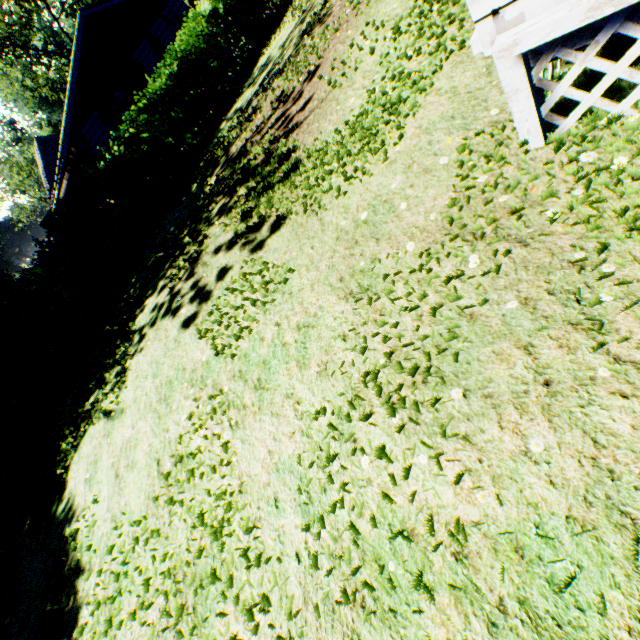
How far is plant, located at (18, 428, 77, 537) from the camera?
6.2 meters

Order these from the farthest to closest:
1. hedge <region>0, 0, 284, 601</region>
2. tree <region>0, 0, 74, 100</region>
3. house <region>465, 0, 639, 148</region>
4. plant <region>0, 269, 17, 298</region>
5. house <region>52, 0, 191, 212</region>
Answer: plant <region>0, 269, 17, 298</region>
tree <region>0, 0, 74, 100</region>
house <region>52, 0, 191, 212</region>
hedge <region>0, 0, 284, 601</region>
house <region>465, 0, 639, 148</region>

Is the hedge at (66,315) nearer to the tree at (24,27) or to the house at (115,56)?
the house at (115,56)

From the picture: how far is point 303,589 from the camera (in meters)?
2.38

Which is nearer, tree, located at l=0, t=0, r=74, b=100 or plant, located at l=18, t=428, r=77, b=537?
plant, located at l=18, t=428, r=77, b=537

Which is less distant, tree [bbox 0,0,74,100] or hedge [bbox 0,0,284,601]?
hedge [bbox 0,0,284,601]

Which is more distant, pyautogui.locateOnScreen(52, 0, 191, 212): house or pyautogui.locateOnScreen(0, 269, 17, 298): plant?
pyautogui.locateOnScreen(0, 269, 17, 298): plant

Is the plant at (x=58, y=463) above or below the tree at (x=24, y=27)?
below
